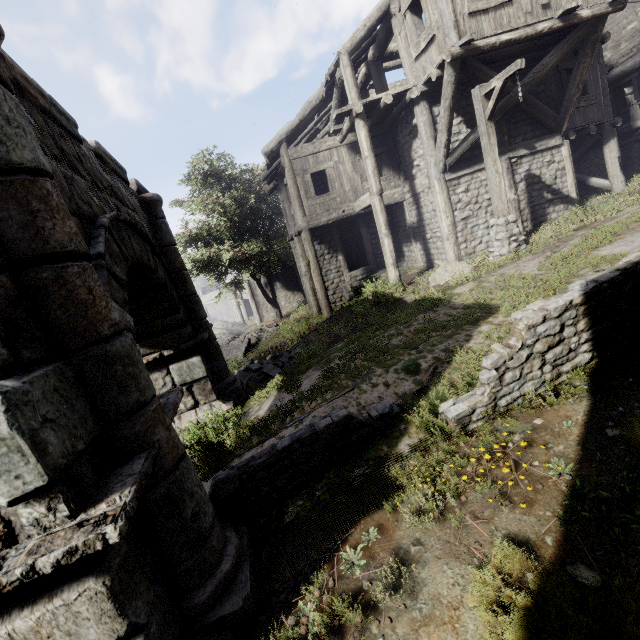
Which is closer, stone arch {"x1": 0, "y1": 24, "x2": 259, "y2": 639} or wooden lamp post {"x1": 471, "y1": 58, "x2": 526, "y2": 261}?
stone arch {"x1": 0, "y1": 24, "x2": 259, "y2": 639}

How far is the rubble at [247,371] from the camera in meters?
10.0

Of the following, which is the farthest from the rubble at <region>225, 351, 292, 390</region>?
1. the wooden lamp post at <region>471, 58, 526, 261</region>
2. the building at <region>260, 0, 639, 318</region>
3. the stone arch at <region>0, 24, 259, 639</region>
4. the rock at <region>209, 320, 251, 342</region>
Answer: the rock at <region>209, 320, 251, 342</region>

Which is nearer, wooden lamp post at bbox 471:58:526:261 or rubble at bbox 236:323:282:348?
wooden lamp post at bbox 471:58:526:261

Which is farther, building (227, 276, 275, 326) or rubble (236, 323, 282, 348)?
building (227, 276, 275, 326)

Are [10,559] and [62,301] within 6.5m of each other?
yes

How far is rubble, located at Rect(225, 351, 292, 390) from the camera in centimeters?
1004cm

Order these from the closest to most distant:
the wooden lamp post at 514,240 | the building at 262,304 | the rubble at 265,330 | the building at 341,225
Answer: the wooden lamp post at 514,240, the building at 341,225, the rubble at 265,330, the building at 262,304
